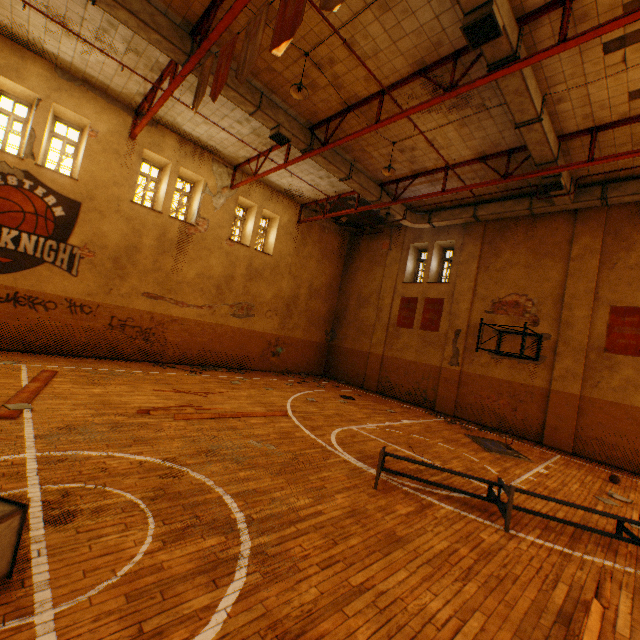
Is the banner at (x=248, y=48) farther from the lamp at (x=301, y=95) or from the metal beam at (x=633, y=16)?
the metal beam at (x=633, y=16)

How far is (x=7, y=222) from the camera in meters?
9.6

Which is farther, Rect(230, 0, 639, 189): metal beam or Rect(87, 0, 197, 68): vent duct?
Rect(87, 0, 197, 68): vent duct

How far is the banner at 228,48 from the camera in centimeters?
573cm

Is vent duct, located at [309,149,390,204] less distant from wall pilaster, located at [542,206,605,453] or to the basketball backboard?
wall pilaster, located at [542,206,605,453]

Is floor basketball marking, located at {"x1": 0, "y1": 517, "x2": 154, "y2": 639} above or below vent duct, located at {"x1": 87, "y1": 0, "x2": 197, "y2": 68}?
below

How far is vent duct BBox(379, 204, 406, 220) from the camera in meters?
13.9 m

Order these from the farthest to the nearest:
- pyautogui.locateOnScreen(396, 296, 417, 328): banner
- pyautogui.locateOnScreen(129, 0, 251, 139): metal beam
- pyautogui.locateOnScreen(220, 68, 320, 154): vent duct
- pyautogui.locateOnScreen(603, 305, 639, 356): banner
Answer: pyautogui.locateOnScreen(396, 296, 417, 328): banner < pyautogui.locateOnScreen(603, 305, 639, 356): banner < pyautogui.locateOnScreen(220, 68, 320, 154): vent duct < pyautogui.locateOnScreen(129, 0, 251, 139): metal beam
